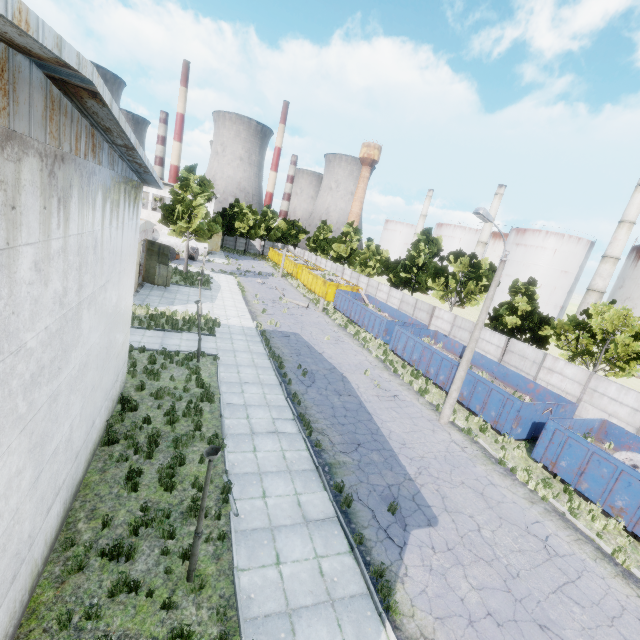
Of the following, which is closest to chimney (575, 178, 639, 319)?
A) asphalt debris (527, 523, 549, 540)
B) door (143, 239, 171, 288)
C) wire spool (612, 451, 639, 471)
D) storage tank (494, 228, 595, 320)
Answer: storage tank (494, 228, 595, 320)

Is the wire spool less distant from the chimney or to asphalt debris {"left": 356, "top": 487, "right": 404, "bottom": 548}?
asphalt debris {"left": 356, "top": 487, "right": 404, "bottom": 548}

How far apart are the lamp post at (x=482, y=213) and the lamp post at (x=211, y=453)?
12.9 meters

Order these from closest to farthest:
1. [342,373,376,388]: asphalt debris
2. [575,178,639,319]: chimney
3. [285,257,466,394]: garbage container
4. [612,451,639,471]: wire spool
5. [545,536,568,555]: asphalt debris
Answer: [545,536,568,555]: asphalt debris → [612,451,639,471]: wire spool → [342,373,376,388]: asphalt debris → [285,257,466,394]: garbage container → [575,178,639,319]: chimney

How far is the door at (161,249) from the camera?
27.8m

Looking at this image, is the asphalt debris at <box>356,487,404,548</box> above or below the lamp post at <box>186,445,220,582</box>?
below

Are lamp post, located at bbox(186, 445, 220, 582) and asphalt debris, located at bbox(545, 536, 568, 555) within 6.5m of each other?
no

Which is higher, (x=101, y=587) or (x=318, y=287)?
(x=318, y=287)
